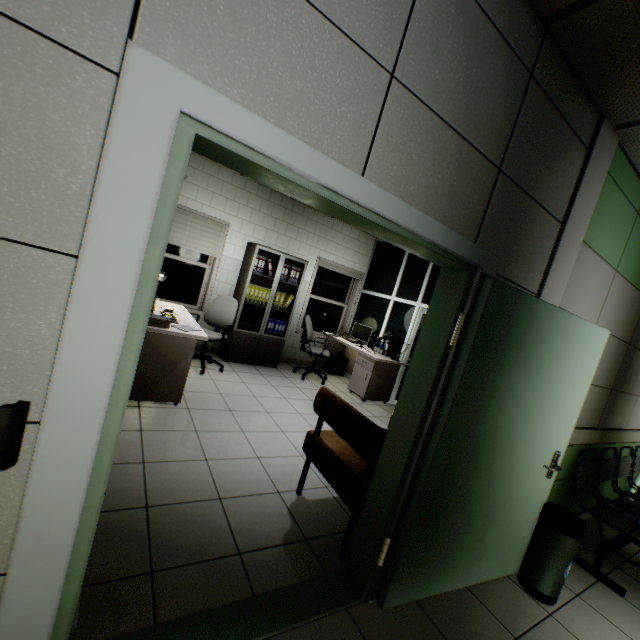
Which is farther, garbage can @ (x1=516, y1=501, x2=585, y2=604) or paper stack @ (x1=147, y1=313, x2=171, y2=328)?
paper stack @ (x1=147, y1=313, x2=171, y2=328)

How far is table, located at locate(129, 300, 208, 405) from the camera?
3.38m

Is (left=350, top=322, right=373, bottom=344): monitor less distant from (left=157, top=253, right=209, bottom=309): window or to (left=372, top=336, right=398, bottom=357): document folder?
(left=372, top=336, right=398, bottom=357): document folder

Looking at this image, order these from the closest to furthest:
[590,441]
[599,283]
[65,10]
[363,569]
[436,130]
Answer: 1. [65,10]
2. [436,130]
3. [363,569]
4. [599,283]
5. [590,441]

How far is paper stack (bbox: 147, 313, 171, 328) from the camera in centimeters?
329cm

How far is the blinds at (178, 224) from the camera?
5.4 meters

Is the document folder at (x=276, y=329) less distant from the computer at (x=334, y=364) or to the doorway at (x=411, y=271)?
the computer at (x=334, y=364)

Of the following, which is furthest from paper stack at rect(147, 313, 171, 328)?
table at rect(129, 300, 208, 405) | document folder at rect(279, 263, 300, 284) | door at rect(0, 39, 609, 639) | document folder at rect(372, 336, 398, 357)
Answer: document folder at rect(372, 336, 398, 357)
